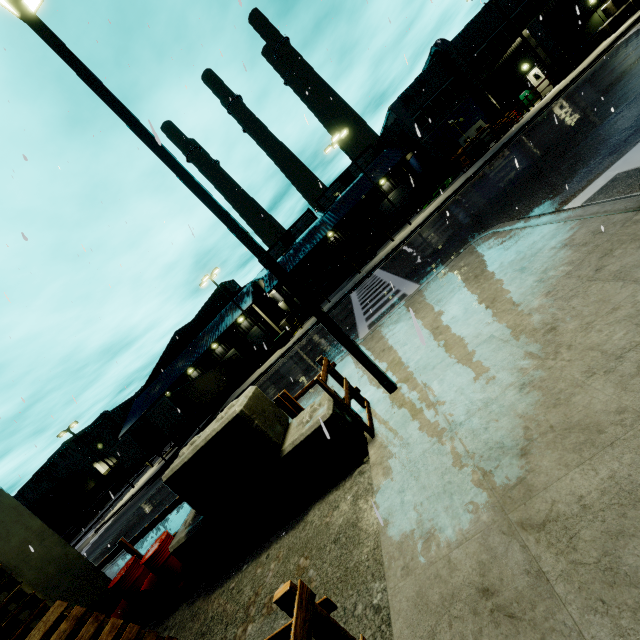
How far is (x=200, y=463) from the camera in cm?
520

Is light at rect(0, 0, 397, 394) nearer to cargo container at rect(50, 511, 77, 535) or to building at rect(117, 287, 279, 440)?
building at rect(117, 287, 279, 440)

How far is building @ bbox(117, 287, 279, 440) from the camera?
37.0 meters

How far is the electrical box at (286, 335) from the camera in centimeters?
3045cm

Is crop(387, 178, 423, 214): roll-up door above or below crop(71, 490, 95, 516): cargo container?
below

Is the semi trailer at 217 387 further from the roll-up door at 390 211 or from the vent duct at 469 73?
the roll-up door at 390 211

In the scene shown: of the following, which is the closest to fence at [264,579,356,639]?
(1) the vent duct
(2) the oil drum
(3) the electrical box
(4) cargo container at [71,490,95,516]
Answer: (2) the oil drum

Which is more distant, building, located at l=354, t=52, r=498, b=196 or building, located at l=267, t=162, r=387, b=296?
building, located at l=267, t=162, r=387, b=296
